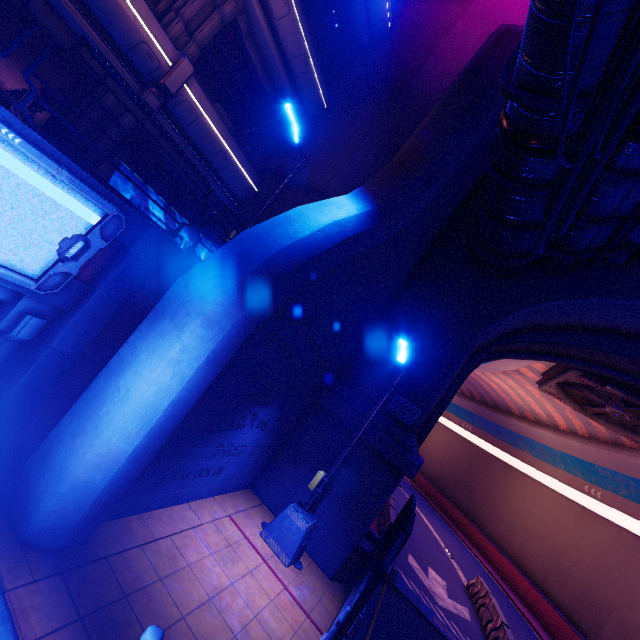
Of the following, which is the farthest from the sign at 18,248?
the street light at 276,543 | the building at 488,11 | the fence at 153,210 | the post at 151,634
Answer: the building at 488,11

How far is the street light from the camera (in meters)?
8.04

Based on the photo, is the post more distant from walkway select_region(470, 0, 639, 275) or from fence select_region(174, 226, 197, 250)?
walkway select_region(470, 0, 639, 275)

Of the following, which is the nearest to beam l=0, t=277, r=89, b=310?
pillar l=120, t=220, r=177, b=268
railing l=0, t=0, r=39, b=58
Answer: pillar l=120, t=220, r=177, b=268

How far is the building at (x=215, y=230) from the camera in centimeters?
1272cm

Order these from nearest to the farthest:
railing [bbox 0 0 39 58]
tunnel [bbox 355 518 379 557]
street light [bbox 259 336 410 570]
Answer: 1. railing [bbox 0 0 39 58]
2. street light [bbox 259 336 410 570]
3. tunnel [bbox 355 518 379 557]

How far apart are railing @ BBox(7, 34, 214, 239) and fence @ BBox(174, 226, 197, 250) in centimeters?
50cm

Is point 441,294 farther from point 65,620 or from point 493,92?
point 65,620
